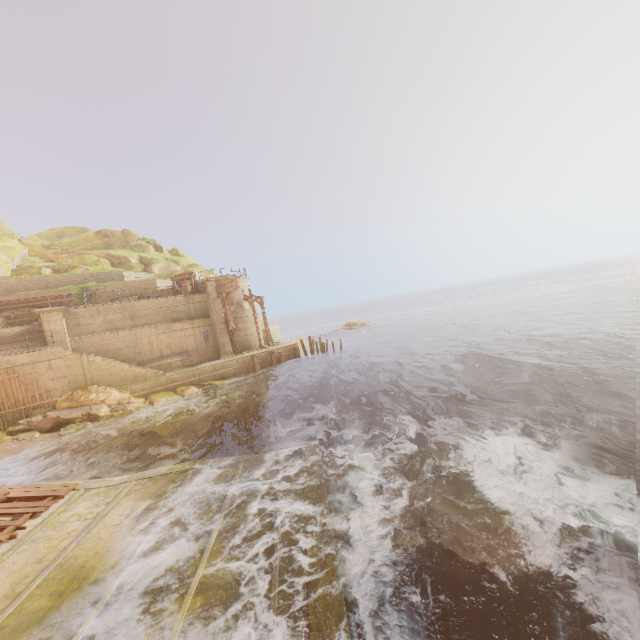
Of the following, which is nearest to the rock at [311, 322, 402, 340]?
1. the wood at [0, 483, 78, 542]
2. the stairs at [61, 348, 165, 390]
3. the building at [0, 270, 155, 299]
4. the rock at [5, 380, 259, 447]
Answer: the building at [0, 270, 155, 299]

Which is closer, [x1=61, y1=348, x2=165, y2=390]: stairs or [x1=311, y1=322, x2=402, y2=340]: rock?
[x1=61, y1=348, x2=165, y2=390]: stairs

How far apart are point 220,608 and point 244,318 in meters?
25.5 m

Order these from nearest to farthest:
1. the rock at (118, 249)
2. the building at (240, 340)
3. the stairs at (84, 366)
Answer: the stairs at (84, 366), the building at (240, 340), the rock at (118, 249)

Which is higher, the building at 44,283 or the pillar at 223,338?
the building at 44,283

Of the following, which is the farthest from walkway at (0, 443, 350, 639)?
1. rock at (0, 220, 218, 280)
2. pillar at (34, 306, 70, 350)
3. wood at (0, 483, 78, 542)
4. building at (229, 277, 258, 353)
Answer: rock at (0, 220, 218, 280)

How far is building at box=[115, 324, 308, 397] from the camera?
22.2m

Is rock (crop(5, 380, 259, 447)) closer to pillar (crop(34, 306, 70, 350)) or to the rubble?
the rubble
